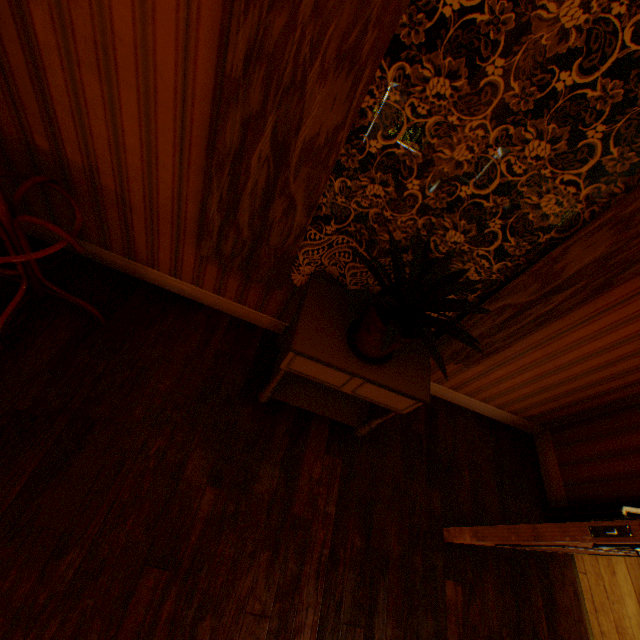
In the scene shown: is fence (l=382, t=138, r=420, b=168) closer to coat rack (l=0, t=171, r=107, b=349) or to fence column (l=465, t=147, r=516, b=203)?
fence column (l=465, t=147, r=516, b=203)

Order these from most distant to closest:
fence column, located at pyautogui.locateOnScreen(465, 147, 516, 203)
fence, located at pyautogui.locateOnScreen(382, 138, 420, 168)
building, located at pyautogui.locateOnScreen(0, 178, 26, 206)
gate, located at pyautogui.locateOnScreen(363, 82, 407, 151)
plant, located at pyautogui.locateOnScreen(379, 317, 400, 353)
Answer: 1. fence, located at pyautogui.locateOnScreen(382, 138, 420, 168)
2. fence column, located at pyautogui.locateOnScreen(465, 147, 516, 203)
3. gate, located at pyautogui.locateOnScreen(363, 82, 407, 151)
4. building, located at pyautogui.locateOnScreen(0, 178, 26, 206)
5. plant, located at pyautogui.locateOnScreen(379, 317, 400, 353)

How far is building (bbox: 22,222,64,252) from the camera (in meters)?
2.17

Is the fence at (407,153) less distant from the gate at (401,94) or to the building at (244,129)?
the gate at (401,94)

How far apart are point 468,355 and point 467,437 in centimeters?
102cm

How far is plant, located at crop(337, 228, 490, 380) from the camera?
1.31m

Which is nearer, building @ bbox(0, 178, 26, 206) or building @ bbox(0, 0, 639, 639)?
building @ bbox(0, 0, 639, 639)

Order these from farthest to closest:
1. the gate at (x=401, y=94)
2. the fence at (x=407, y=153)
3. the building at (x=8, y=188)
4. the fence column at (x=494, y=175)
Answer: the fence at (x=407, y=153), the fence column at (x=494, y=175), the gate at (x=401, y=94), the building at (x=8, y=188)
